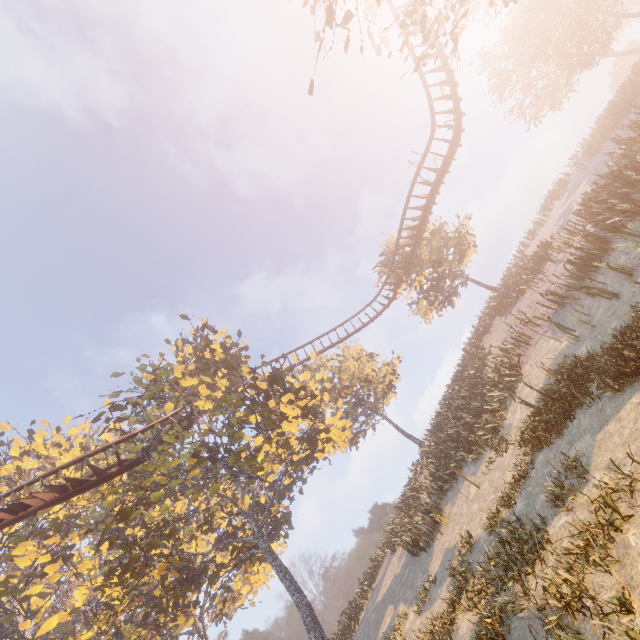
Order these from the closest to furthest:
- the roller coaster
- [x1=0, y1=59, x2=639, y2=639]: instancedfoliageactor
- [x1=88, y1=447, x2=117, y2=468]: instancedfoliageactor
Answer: [x1=0, y1=59, x2=639, y2=639]: instancedfoliageactor → the roller coaster → [x1=88, y1=447, x2=117, y2=468]: instancedfoliageactor

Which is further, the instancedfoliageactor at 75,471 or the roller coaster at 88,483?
the instancedfoliageactor at 75,471

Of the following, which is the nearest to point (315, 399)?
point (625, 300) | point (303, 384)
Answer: point (303, 384)

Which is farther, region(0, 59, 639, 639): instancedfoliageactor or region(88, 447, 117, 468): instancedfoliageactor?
region(88, 447, 117, 468): instancedfoliageactor

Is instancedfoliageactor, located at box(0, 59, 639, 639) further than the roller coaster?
No

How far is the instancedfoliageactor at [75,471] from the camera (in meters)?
15.84

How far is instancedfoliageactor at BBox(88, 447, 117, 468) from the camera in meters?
15.8
